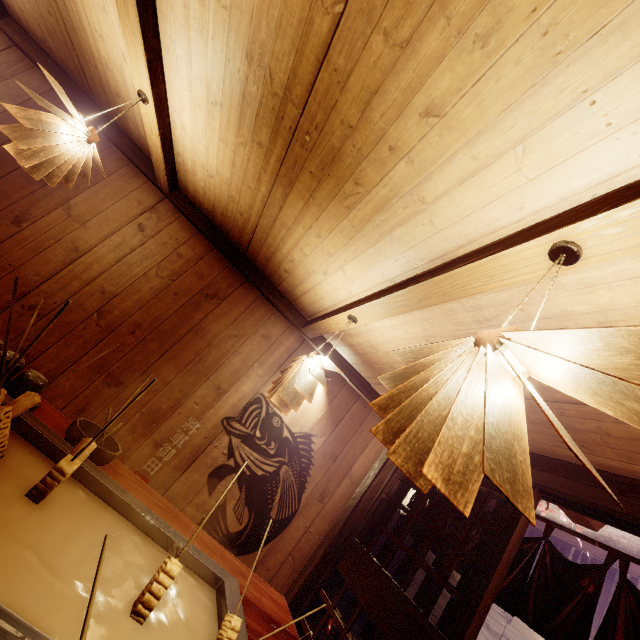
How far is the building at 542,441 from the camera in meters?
3.4 m

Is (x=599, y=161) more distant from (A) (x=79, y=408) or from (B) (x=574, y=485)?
(A) (x=79, y=408)

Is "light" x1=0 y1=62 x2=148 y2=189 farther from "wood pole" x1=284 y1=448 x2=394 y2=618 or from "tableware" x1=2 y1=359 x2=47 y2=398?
"wood pole" x1=284 y1=448 x2=394 y2=618

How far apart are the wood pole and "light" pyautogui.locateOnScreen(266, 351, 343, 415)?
A: 3.1m

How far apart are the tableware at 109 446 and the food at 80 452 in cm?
94

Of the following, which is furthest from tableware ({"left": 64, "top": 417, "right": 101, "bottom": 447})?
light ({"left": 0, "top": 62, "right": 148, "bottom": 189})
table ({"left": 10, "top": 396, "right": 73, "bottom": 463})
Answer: light ({"left": 0, "top": 62, "right": 148, "bottom": 189})

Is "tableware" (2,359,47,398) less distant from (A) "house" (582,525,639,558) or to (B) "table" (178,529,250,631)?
(B) "table" (178,529,250,631)

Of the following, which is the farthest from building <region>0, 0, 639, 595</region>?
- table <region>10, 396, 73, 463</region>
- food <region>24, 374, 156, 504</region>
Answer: food <region>24, 374, 156, 504</region>
